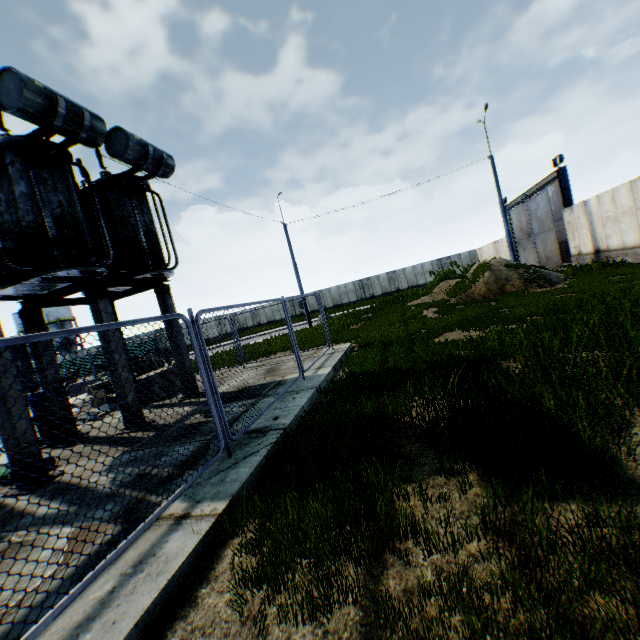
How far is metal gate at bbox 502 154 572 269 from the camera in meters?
19.9 m

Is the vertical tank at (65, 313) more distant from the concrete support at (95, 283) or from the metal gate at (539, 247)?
the metal gate at (539, 247)

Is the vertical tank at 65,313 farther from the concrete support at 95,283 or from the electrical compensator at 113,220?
the concrete support at 95,283

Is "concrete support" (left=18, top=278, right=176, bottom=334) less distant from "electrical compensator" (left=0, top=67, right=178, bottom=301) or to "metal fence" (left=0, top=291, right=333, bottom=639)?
"electrical compensator" (left=0, top=67, right=178, bottom=301)

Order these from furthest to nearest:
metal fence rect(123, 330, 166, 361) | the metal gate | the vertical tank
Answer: the vertical tank, the metal gate, metal fence rect(123, 330, 166, 361)

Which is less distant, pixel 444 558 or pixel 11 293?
pixel 444 558

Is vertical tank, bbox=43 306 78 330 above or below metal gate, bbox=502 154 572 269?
above

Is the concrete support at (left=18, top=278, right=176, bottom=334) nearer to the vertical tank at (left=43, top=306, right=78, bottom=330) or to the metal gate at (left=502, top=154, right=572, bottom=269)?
the metal gate at (left=502, top=154, right=572, bottom=269)
